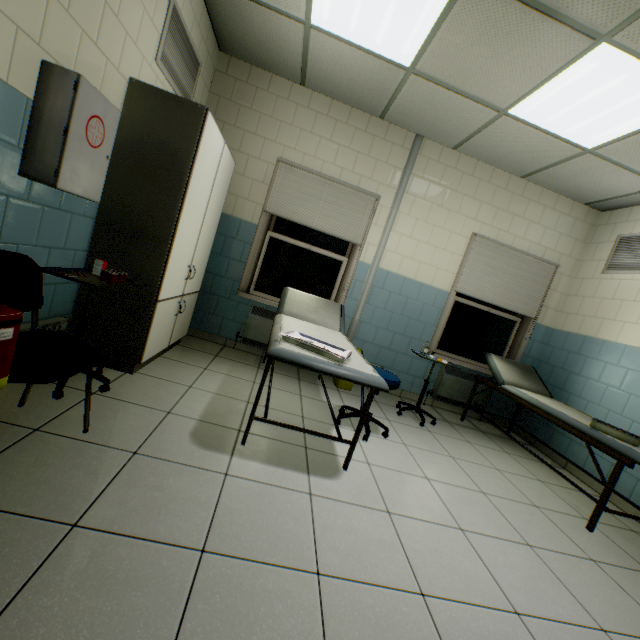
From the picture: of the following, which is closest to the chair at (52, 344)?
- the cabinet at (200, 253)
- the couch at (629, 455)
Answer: the cabinet at (200, 253)

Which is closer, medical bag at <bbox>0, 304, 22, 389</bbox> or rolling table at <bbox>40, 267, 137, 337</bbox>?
medical bag at <bbox>0, 304, 22, 389</bbox>

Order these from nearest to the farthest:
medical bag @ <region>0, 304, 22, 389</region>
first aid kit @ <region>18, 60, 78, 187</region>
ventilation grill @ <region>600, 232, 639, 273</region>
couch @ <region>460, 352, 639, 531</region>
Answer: medical bag @ <region>0, 304, 22, 389</region> < first aid kit @ <region>18, 60, 78, 187</region> < couch @ <region>460, 352, 639, 531</region> < ventilation grill @ <region>600, 232, 639, 273</region>

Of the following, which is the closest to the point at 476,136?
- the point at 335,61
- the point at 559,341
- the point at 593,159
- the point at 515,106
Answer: the point at 515,106

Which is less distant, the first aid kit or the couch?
the first aid kit

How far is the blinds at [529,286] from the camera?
4.3m

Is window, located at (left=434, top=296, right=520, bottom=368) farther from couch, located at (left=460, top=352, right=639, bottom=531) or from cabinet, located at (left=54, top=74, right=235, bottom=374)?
cabinet, located at (left=54, top=74, right=235, bottom=374)

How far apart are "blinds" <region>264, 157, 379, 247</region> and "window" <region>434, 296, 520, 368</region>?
1.6m
